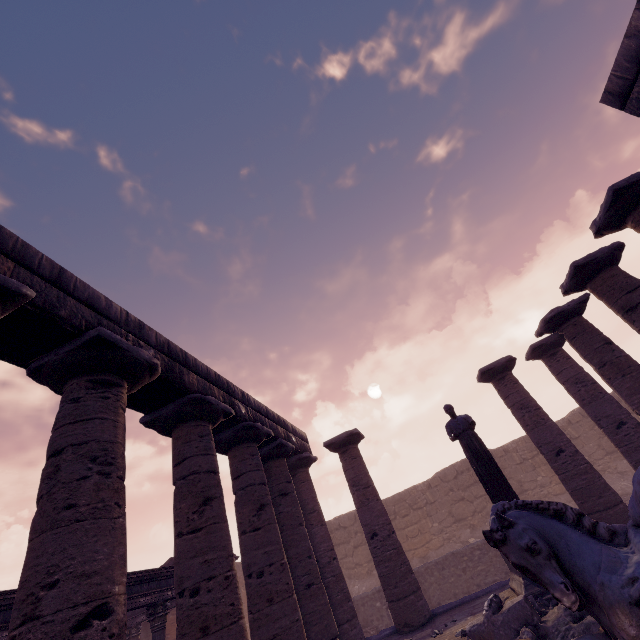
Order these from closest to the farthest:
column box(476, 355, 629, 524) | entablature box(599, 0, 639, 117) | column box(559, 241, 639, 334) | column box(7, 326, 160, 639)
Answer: column box(7, 326, 160, 639) < entablature box(599, 0, 639, 117) < column box(559, 241, 639, 334) < column box(476, 355, 629, 524)

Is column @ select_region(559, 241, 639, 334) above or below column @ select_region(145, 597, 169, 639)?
above

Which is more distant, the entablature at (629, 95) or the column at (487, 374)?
the column at (487, 374)

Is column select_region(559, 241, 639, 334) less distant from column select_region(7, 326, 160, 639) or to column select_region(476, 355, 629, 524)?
column select_region(476, 355, 629, 524)

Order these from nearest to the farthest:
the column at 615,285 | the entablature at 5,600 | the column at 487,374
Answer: the entablature at 5,600 → the column at 615,285 → the column at 487,374

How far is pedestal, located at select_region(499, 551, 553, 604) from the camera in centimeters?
597cm

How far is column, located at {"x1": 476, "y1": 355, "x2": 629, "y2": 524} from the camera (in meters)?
8.80

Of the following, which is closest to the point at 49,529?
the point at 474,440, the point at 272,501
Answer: the point at 272,501
